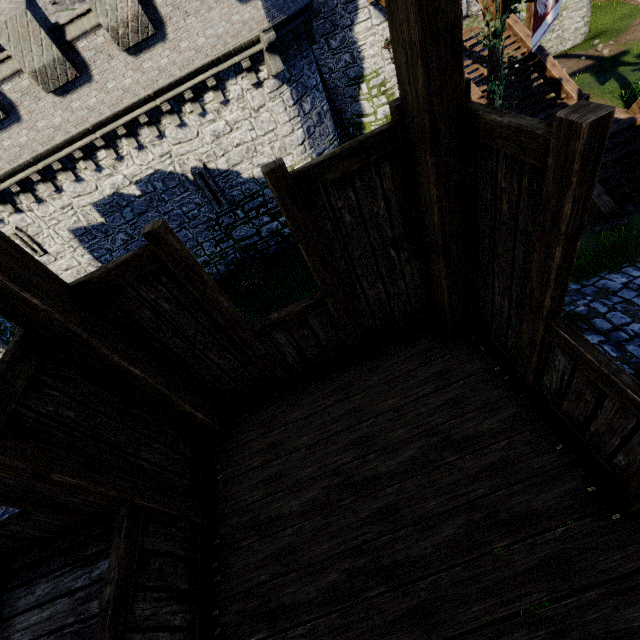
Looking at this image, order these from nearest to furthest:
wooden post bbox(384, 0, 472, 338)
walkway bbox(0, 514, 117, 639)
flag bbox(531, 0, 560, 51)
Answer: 1. wooden post bbox(384, 0, 472, 338)
2. walkway bbox(0, 514, 117, 639)
3. flag bbox(531, 0, 560, 51)

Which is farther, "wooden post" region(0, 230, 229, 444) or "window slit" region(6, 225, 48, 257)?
"window slit" region(6, 225, 48, 257)

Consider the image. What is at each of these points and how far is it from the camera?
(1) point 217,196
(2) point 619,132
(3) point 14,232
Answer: (1) window slit, 15.2m
(2) stairs, 10.4m
(3) window slit, 14.1m

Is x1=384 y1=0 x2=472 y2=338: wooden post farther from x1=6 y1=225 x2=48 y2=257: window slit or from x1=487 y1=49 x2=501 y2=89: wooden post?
x1=6 y1=225 x2=48 y2=257: window slit

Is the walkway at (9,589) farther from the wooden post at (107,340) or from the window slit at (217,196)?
the window slit at (217,196)

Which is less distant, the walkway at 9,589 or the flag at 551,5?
the walkway at 9,589

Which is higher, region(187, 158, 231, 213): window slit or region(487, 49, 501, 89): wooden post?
region(487, 49, 501, 89): wooden post

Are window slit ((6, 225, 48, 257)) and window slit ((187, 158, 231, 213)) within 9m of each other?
yes
